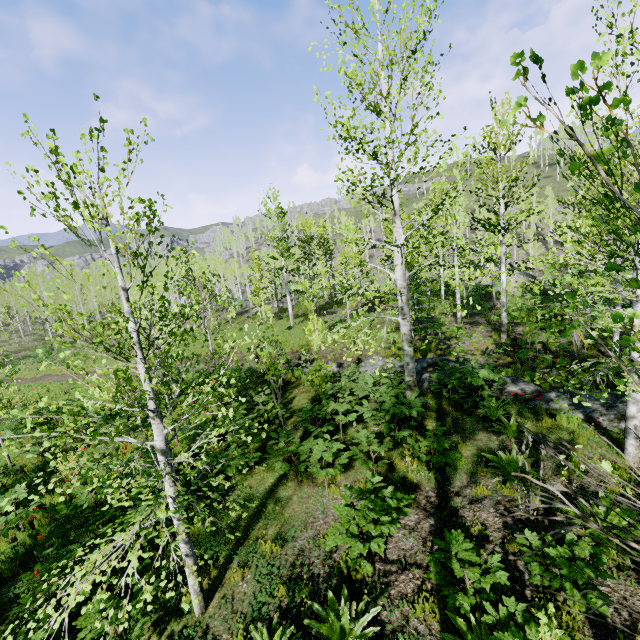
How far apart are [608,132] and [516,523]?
6.2 meters

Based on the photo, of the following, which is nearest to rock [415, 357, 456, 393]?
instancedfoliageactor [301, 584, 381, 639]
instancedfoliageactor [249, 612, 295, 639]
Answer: instancedfoliageactor [301, 584, 381, 639]

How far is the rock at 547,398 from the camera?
7.8m

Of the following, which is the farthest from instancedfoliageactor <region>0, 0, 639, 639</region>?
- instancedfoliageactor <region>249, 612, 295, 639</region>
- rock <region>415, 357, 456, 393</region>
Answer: instancedfoliageactor <region>249, 612, 295, 639</region>

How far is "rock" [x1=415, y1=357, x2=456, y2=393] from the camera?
10.5m

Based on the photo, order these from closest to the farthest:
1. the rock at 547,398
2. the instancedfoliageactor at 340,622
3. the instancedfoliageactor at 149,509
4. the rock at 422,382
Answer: the instancedfoliageactor at 149,509, the instancedfoliageactor at 340,622, the rock at 547,398, the rock at 422,382

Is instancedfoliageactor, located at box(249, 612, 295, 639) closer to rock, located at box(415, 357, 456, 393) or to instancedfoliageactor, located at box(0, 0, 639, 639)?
instancedfoliageactor, located at box(0, 0, 639, 639)
